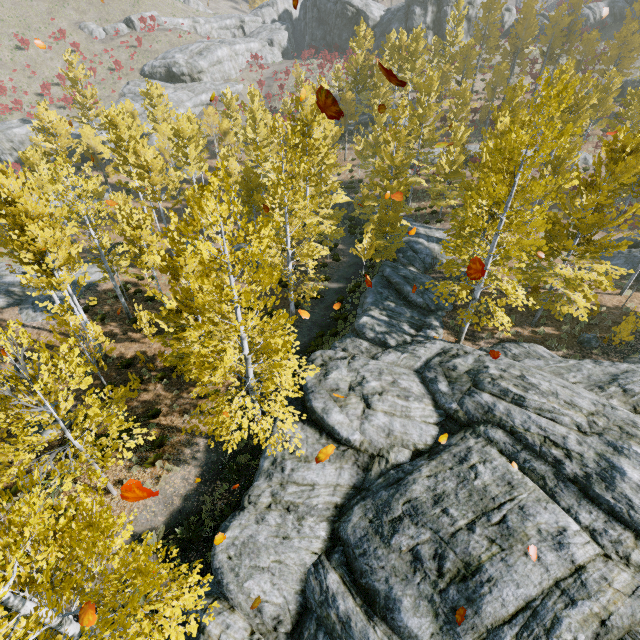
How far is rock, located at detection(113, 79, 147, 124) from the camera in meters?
41.4 m

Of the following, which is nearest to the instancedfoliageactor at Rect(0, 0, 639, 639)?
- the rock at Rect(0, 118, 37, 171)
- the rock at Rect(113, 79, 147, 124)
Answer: the rock at Rect(0, 118, 37, 171)

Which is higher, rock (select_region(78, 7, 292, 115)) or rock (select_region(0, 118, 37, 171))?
rock (select_region(78, 7, 292, 115))

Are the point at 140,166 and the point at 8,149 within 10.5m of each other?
no

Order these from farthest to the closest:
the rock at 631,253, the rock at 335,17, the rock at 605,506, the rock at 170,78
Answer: the rock at 335,17, the rock at 170,78, the rock at 631,253, the rock at 605,506

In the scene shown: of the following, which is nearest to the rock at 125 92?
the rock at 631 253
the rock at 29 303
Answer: the rock at 29 303

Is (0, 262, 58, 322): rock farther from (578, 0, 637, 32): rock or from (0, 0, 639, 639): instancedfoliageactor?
(578, 0, 637, 32): rock

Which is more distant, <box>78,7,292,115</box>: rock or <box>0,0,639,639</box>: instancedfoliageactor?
<box>78,7,292,115</box>: rock
